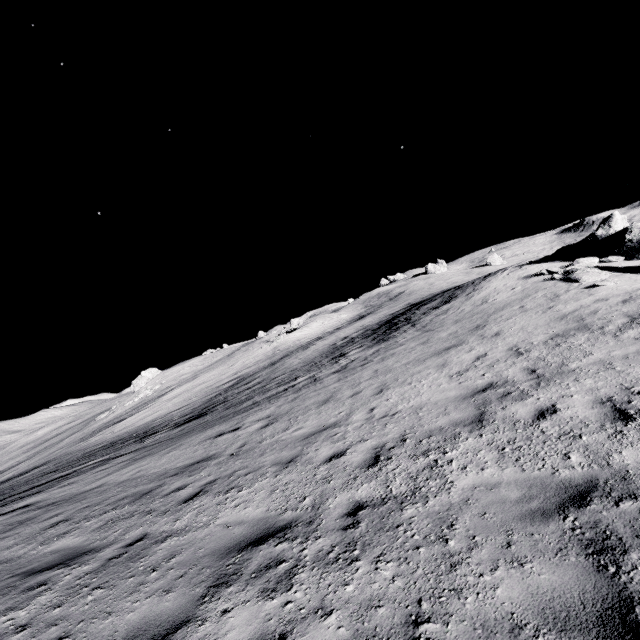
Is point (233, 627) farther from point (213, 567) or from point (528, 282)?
point (528, 282)
